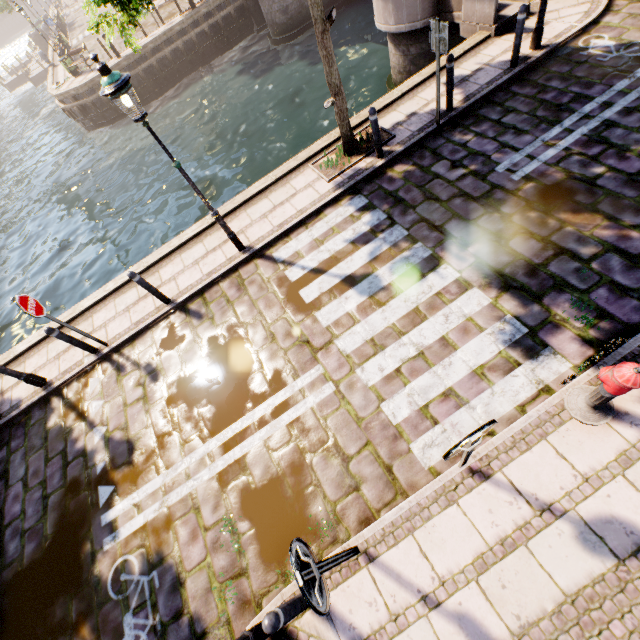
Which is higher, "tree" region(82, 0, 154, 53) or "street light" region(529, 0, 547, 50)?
"tree" region(82, 0, 154, 53)

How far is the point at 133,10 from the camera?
4.9m

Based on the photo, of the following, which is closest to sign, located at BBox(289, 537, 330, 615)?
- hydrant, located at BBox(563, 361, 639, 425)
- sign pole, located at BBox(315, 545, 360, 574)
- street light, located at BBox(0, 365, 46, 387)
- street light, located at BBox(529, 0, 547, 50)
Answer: sign pole, located at BBox(315, 545, 360, 574)

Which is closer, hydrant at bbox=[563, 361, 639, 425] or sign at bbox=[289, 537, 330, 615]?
sign at bbox=[289, 537, 330, 615]

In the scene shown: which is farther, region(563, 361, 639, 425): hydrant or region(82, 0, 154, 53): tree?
region(82, 0, 154, 53): tree

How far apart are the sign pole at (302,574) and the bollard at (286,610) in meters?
0.7 m

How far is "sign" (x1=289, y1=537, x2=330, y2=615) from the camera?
2.35m

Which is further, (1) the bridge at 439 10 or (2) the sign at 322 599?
(1) the bridge at 439 10
